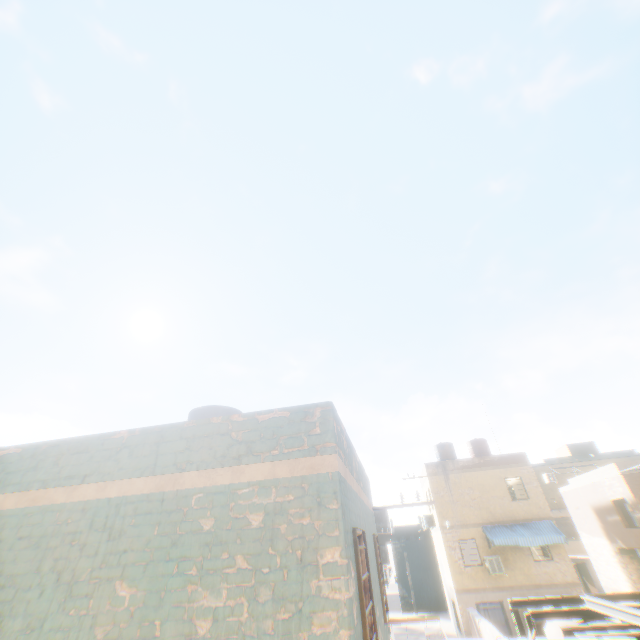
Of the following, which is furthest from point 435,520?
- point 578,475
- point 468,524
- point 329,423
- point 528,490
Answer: point 329,423

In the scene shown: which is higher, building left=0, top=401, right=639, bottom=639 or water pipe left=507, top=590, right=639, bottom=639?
building left=0, top=401, right=639, bottom=639

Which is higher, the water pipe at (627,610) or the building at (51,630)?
Result: the building at (51,630)

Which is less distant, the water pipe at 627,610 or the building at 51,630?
the building at 51,630

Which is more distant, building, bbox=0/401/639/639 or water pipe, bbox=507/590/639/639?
water pipe, bbox=507/590/639/639
